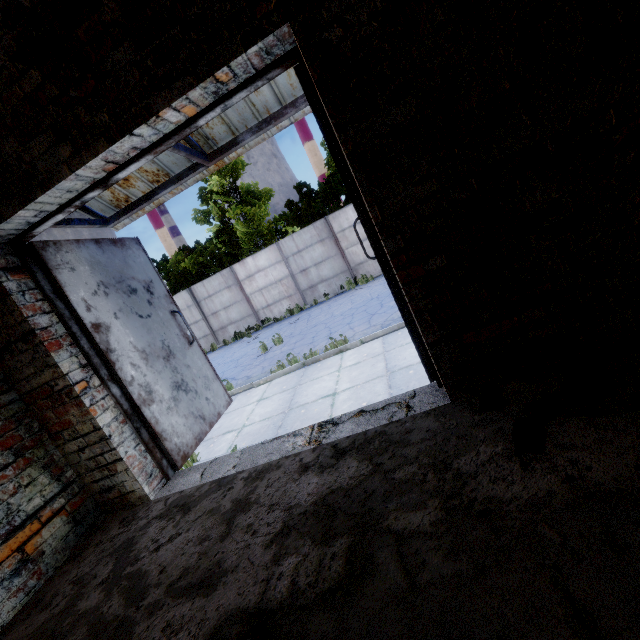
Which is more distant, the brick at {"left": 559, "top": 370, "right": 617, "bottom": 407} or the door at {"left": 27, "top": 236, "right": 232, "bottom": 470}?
the door at {"left": 27, "top": 236, "right": 232, "bottom": 470}

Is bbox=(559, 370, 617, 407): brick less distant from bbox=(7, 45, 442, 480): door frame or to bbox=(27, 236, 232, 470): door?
bbox=(7, 45, 442, 480): door frame

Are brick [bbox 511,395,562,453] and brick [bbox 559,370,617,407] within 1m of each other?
yes

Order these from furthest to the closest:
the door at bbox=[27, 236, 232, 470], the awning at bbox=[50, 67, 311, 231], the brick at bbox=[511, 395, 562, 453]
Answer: the awning at bbox=[50, 67, 311, 231] → the door at bbox=[27, 236, 232, 470] → the brick at bbox=[511, 395, 562, 453]

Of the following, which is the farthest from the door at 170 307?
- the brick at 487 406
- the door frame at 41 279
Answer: the brick at 487 406

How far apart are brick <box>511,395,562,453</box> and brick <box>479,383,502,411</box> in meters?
0.2 m

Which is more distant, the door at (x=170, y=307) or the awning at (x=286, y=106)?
the awning at (x=286, y=106)

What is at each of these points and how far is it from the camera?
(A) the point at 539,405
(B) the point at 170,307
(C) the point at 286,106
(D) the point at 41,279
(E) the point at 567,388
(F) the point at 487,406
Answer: (A) brick, 1.48m
(B) door, 3.56m
(C) awning, 3.16m
(D) door frame, 2.40m
(E) brick, 1.52m
(F) brick, 1.73m
